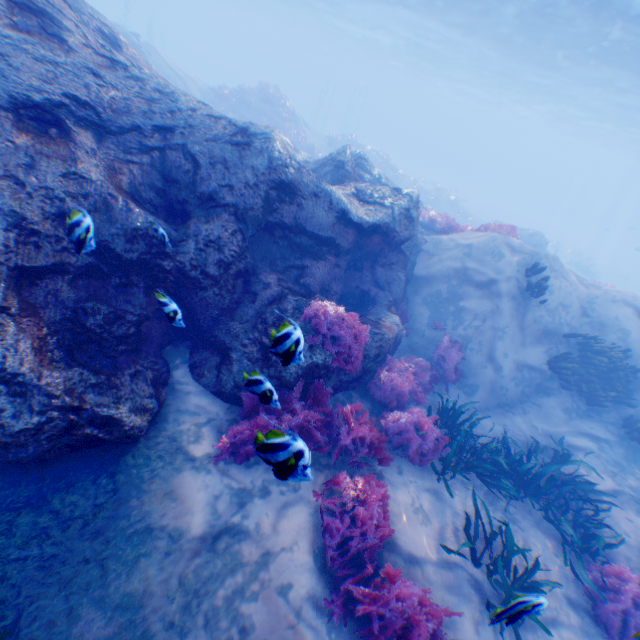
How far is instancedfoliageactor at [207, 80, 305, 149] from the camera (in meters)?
22.67

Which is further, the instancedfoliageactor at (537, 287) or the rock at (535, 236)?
the rock at (535, 236)

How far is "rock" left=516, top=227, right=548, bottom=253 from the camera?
19.66m

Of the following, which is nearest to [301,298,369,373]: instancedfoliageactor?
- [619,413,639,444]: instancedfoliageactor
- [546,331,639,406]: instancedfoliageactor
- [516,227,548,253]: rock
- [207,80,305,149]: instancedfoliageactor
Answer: [546,331,639,406]: instancedfoliageactor

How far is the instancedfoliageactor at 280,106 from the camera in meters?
22.7

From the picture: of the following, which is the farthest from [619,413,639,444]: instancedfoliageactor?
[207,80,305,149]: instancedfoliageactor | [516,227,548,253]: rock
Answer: [207,80,305,149]: instancedfoliageactor

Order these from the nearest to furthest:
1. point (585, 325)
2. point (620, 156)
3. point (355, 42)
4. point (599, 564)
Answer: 1. point (599, 564)
2. point (585, 325)
3. point (355, 42)
4. point (620, 156)

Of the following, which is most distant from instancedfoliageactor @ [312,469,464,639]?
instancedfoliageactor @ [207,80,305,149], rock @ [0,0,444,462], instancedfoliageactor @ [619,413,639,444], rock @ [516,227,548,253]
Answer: instancedfoliageactor @ [207,80,305,149]
